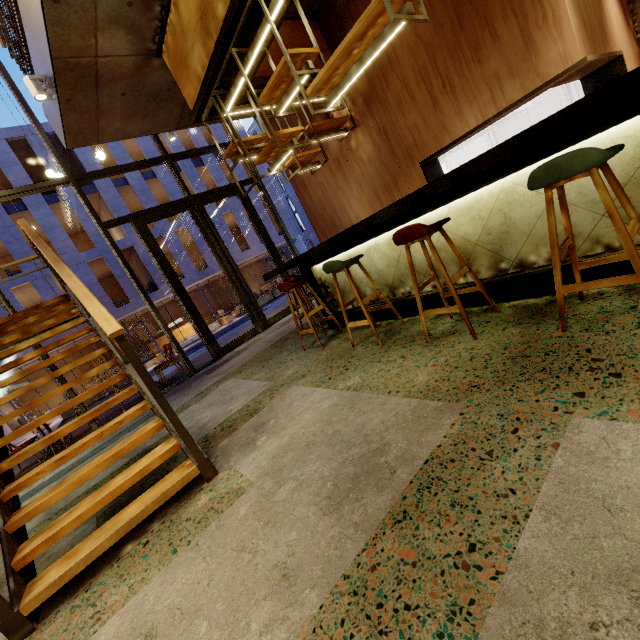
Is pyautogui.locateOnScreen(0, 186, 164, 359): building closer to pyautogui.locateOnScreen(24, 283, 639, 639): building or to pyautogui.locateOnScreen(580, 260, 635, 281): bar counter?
pyautogui.locateOnScreen(24, 283, 639, 639): building

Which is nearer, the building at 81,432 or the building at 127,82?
the building at 127,82

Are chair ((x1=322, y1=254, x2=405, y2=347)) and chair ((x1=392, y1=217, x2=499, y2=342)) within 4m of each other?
yes

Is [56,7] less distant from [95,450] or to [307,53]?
[307,53]

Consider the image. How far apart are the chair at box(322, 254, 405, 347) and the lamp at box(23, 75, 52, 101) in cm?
442

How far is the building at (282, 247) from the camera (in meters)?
27.55

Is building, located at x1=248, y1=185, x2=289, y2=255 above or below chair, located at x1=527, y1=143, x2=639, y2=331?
above

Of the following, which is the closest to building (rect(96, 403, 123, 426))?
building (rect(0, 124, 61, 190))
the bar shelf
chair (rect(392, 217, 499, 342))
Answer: the bar shelf
